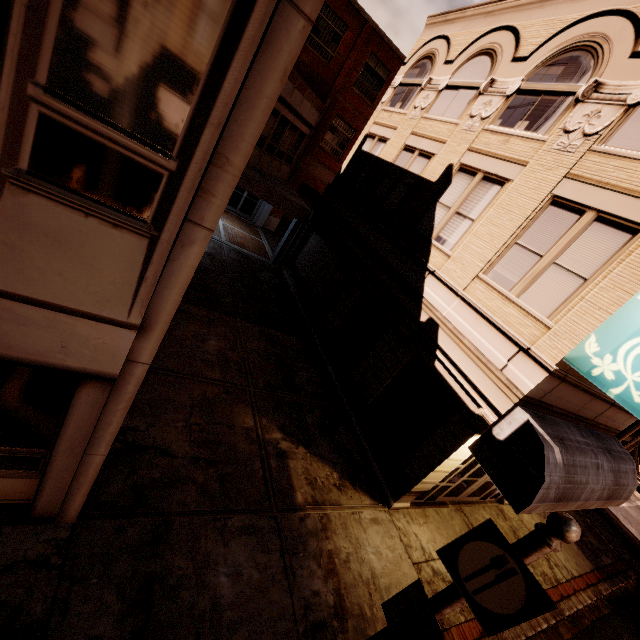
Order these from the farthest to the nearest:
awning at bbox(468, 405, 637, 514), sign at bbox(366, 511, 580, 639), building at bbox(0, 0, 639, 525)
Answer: awning at bbox(468, 405, 637, 514) → sign at bbox(366, 511, 580, 639) → building at bbox(0, 0, 639, 525)

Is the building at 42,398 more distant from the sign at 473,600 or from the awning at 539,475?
the sign at 473,600

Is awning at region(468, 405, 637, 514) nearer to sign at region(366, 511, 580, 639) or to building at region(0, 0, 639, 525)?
building at region(0, 0, 639, 525)

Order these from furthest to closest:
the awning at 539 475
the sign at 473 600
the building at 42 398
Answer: the awning at 539 475 < the sign at 473 600 < the building at 42 398

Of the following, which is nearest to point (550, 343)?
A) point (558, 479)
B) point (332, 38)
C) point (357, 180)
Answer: point (558, 479)

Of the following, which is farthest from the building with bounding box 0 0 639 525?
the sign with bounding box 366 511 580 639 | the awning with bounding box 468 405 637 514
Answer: the sign with bounding box 366 511 580 639
